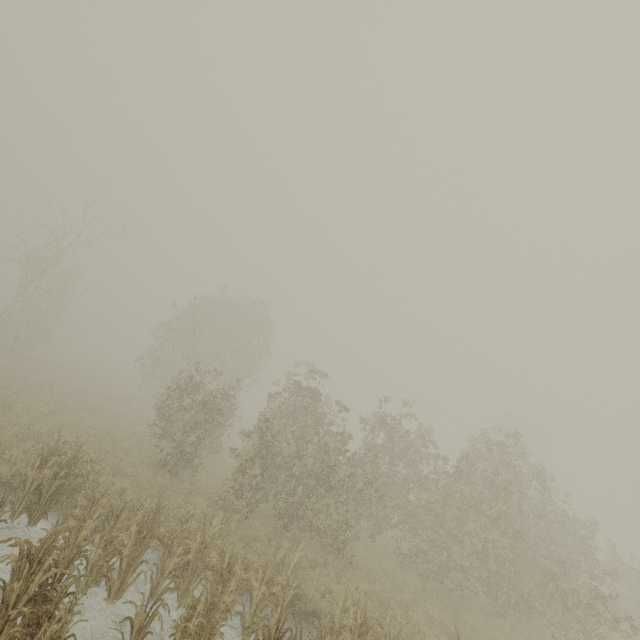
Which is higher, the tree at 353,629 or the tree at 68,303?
the tree at 68,303

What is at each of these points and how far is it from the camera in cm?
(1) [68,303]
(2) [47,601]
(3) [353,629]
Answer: (1) tree, 3281
(2) tree, 543
(3) tree, 655

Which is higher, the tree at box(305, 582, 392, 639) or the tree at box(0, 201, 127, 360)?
the tree at box(0, 201, 127, 360)

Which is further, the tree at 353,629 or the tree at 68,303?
the tree at 68,303

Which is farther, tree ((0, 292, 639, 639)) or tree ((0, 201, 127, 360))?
tree ((0, 201, 127, 360))

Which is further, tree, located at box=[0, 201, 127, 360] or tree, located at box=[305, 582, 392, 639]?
tree, located at box=[0, 201, 127, 360]
